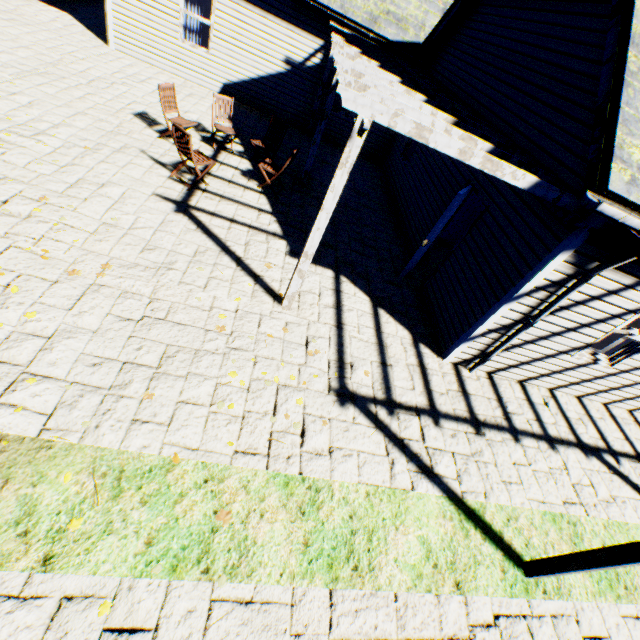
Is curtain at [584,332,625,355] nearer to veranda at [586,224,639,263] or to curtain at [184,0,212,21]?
veranda at [586,224,639,263]

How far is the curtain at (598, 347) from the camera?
6.0 meters

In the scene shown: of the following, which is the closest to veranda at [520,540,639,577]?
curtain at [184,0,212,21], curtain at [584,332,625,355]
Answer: curtain at [584,332,625,355]

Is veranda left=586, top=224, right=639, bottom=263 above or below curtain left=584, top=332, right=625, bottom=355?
above

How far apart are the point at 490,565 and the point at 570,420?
3.89m

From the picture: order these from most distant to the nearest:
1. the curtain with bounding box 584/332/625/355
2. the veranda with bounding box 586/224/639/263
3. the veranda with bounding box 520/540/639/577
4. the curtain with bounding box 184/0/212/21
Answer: the curtain with bounding box 184/0/212/21 → the curtain with bounding box 584/332/625/355 → the veranda with bounding box 586/224/639/263 → the veranda with bounding box 520/540/639/577

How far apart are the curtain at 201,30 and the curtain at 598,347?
13.37m
